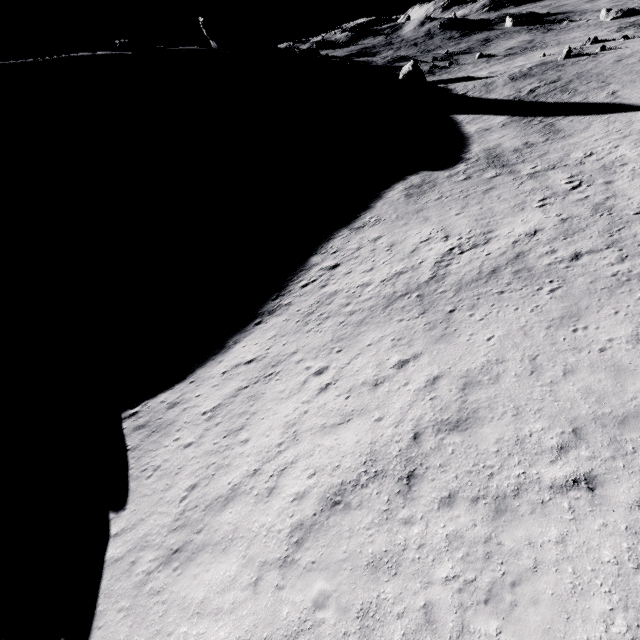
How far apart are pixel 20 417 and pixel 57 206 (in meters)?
35.83

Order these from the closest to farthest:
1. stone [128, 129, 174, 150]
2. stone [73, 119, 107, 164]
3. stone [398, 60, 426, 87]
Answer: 1. stone [73, 119, 107, 164]
2. stone [128, 129, 174, 150]
3. stone [398, 60, 426, 87]

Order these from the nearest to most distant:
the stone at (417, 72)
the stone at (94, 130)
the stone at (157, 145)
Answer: the stone at (94, 130), the stone at (157, 145), the stone at (417, 72)

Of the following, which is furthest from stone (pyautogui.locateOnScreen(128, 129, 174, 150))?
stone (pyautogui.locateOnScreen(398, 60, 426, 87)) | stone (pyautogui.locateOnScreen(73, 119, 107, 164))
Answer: stone (pyautogui.locateOnScreen(398, 60, 426, 87))

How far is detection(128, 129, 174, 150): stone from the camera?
50.53m

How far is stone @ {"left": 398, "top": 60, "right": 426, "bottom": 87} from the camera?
55.1m

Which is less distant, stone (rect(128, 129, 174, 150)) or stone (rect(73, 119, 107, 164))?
stone (rect(73, 119, 107, 164))

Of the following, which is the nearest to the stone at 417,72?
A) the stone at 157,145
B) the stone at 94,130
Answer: the stone at 157,145
